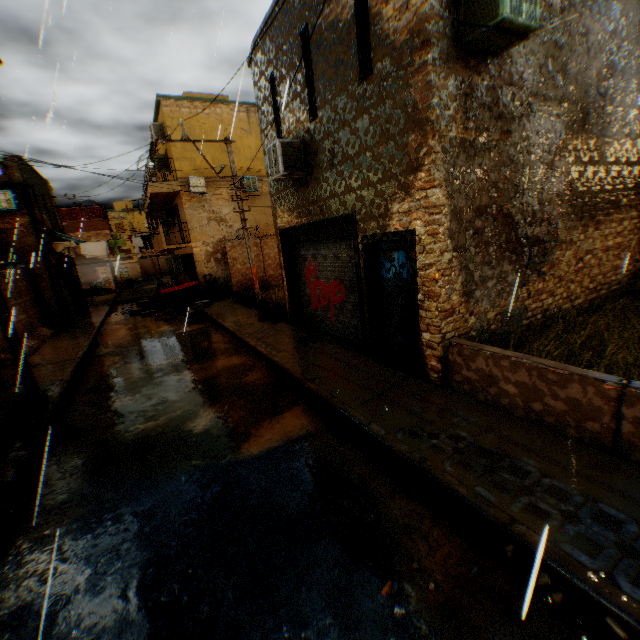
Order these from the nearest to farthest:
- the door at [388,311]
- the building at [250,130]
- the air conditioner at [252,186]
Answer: the building at [250,130], the door at [388,311], the air conditioner at [252,186]

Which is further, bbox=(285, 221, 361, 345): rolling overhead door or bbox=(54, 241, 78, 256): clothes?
bbox=(54, 241, 78, 256): clothes

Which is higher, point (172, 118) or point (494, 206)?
point (172, 118)

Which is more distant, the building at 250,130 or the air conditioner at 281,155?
the air conditioner at 281,155

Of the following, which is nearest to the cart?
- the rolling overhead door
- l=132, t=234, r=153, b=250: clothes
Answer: the rolling overhead door

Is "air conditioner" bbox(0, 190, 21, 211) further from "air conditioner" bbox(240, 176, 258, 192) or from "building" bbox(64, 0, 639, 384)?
"air conditioner" bbox(240, 176, 258, 192)

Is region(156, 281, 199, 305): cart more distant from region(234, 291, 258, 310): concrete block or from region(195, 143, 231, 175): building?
region(234, 291, 258, 310): concrete block

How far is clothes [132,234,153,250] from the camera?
17.6m
